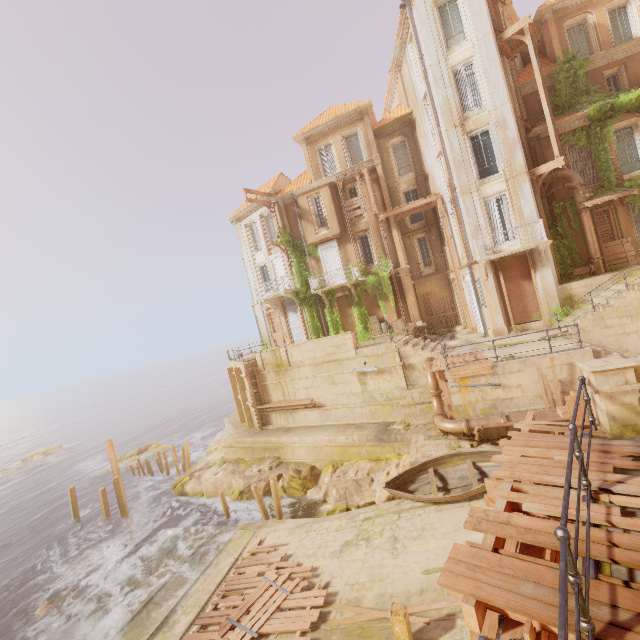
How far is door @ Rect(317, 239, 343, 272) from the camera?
25.2 meters

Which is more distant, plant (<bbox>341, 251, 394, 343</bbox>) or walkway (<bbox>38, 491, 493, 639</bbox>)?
plant (<bbox>341, 251, 394, 343</bbox>)

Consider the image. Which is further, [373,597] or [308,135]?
[308,135]

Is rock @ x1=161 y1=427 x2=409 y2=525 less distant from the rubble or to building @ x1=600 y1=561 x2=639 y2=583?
the rubble

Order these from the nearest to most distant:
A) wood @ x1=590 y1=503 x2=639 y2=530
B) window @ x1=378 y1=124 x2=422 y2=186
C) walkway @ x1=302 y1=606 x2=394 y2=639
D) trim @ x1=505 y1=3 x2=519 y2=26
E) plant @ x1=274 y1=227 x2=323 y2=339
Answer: wood @ x1=590 y1=503 x2=639 y2=530 → walkway @ x1=302 y1=606 x2=394 y2=639 → trim @ x1=505 y1=3 x2=519 y2=26 → window @ x1=378 y1=124 x2=422 y2=186 → plant @ x1=274 y1=227 x2=323 y2=339

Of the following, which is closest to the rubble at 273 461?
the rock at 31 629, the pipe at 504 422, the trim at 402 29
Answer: the rock at 31 629

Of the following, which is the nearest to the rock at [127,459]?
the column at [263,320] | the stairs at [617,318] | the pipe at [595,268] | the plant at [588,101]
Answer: the column at [263,320]

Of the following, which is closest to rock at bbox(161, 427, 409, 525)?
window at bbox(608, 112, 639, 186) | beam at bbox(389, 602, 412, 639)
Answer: beam at bbox(389, 602, 412, 639)
